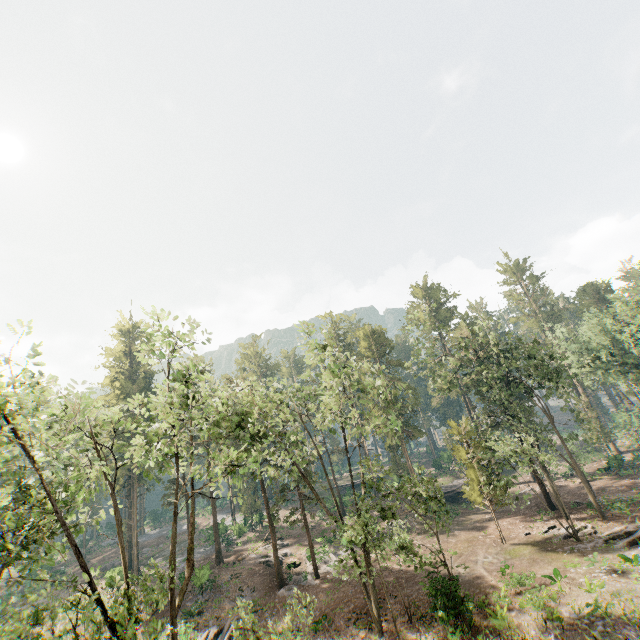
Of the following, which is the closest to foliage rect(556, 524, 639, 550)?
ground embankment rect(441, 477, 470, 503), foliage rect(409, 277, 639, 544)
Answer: foliage rect(409, 277, 639, 544)

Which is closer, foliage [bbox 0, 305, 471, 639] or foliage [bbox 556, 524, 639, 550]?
foliage [bbox 0, 305, 471, 639]

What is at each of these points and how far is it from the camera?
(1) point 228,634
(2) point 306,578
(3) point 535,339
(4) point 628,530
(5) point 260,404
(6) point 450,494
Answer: (1) foliage, 23.1 meters
(2) foliage, 29.8 meters
(3) foliage, 28.5 meters
(4) foliage, 23.7 meters
(5) foliage, 26.2 meters
(6) ground embankment, 44.0 meters

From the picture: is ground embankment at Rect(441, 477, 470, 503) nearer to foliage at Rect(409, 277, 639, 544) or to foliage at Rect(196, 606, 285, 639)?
foliage at Rect(409, 277, 639, 544)

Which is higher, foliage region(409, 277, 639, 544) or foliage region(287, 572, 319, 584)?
foliage region(409, 277, 639, 544)

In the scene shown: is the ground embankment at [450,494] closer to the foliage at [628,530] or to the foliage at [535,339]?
the foliage at [535,339]

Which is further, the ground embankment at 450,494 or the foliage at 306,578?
the ground embankment at 450,494
